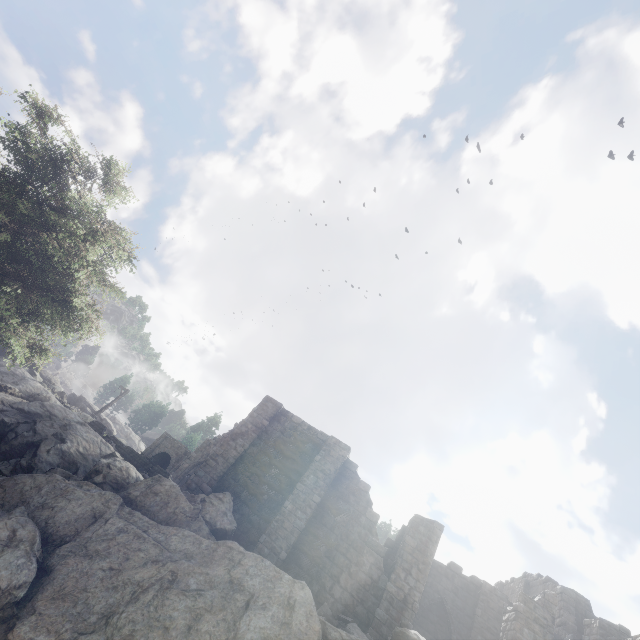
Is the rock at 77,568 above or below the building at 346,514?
below

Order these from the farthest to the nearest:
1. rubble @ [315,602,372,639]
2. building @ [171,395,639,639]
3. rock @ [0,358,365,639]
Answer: building @ [171,395,639,639] → rubble @ [315,602,372,639] → rock @ [0,358,365,639]

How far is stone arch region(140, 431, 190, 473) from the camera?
33.6 meters

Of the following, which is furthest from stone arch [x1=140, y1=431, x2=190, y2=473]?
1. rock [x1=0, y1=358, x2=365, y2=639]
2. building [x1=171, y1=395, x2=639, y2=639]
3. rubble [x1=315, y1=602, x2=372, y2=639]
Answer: rubble [x1=315, y1=602, x2=372, y2=639]

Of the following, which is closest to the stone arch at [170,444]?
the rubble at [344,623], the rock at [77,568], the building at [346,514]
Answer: the rock at [77,568]

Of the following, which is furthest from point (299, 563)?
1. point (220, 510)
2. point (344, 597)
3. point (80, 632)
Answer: point (80, 632)

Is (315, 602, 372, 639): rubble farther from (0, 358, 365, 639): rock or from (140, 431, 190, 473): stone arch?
(140, 431, 190, 473): stone arch
